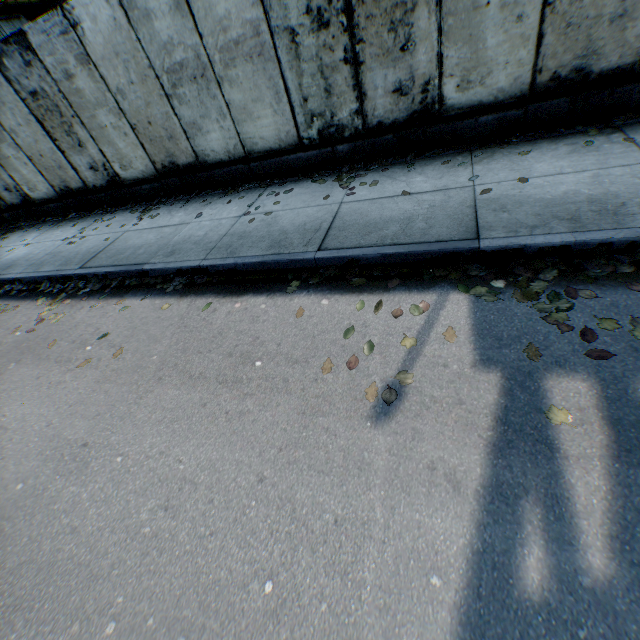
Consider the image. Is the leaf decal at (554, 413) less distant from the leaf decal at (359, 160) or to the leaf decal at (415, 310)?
the leaf decal at (415, 310)

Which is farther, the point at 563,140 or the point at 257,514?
the point at 563,140

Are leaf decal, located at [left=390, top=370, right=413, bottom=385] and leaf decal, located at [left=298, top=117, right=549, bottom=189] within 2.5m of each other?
no

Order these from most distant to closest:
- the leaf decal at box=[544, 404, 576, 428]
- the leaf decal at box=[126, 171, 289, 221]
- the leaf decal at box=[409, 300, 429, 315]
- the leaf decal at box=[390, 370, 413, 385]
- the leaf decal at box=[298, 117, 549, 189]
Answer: the leaf decal at box=[126, 171, 289, 221] → the leaf decal at box=[298, 117, 549, 189] → the leaf decal at box=[409, 300, 429, 315] → the leaf decal at box=[390, 370, 413, 385] → the leaf decal at box=[544, 404, 576, 428]

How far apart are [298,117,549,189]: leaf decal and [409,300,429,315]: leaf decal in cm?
208

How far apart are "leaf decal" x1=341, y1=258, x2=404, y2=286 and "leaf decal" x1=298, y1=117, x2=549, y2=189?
1.9 meters

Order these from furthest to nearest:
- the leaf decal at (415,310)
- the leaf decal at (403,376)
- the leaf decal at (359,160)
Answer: the leaf decal at (359,160)
the leaf decal at (415,310)
the leaf decal at (403,376)

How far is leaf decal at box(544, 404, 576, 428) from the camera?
2.1 meters
